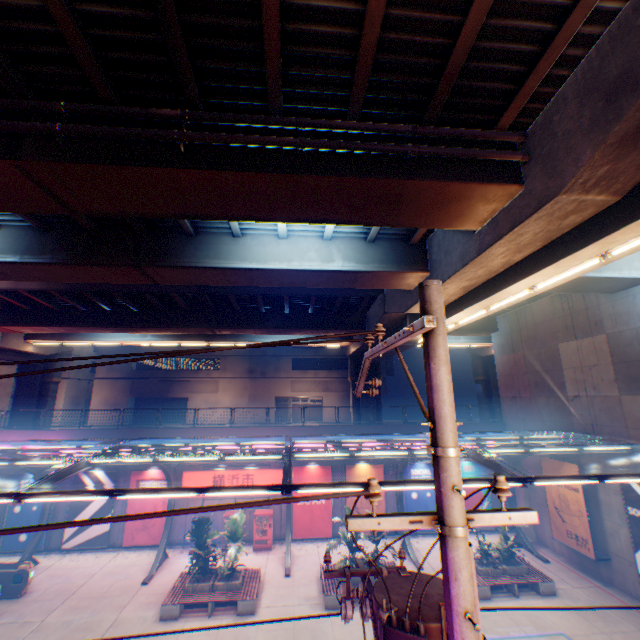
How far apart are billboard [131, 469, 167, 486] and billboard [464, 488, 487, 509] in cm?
1864

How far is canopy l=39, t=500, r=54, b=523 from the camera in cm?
1858

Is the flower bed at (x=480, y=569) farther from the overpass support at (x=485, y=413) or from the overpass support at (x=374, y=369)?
the overpass support at (x=485, y=413)

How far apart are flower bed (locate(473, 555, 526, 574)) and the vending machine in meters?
11.0

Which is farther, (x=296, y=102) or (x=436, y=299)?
(x=296, y=102)

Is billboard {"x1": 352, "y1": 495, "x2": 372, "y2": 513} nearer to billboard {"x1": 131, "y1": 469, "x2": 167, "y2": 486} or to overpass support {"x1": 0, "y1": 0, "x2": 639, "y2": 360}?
overpass support {"x1": 0, "y1": 0, "x2": 639, "y2": 360}

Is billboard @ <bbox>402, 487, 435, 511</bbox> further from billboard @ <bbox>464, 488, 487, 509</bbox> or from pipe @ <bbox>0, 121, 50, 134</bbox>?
pipe @ <bbox>0, 121, 50, 134</bbox>

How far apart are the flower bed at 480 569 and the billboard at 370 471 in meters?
5.7 m
